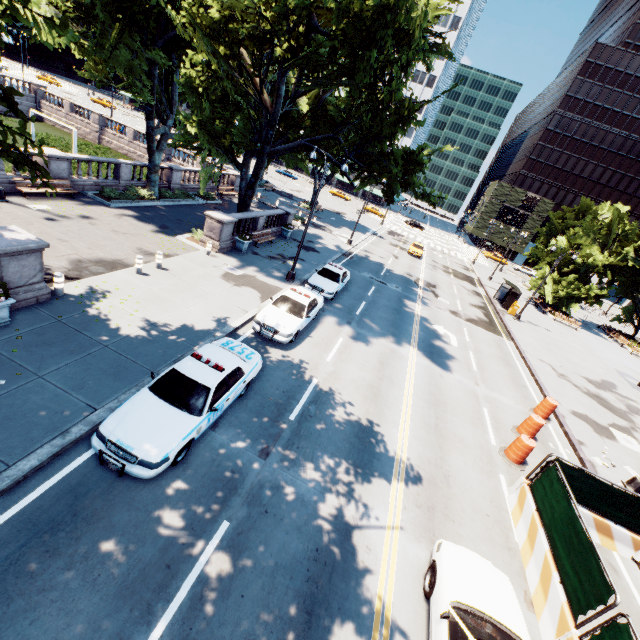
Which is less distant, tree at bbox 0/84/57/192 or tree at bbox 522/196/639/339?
tree at bbox 0/84/57/192

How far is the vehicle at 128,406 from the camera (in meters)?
6.96

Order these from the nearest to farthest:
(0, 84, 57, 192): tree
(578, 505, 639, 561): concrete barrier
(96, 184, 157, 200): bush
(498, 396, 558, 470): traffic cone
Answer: (0, 84, 57, 192): tree < (578, 505, 639, 561): concrete barrier < (498, 396, 558, 470): traffic cone < (96, 184, 157, 200): bush

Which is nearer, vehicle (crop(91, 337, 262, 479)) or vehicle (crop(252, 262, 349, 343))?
vehicle (crop(91, 337, 262, 479))

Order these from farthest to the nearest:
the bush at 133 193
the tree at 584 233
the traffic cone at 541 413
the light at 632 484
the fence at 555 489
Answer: the tree at 584 233, the bush at 133 193, the light at 632 484, the traffic cone at 541 413, the fence at 555 489

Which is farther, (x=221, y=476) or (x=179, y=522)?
(x=221, y=476)

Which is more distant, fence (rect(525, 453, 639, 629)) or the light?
the light

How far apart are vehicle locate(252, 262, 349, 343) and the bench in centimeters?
1479cm
